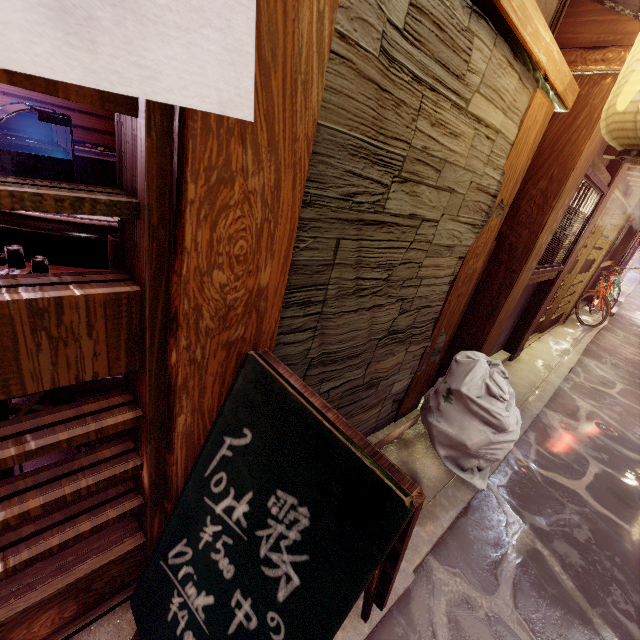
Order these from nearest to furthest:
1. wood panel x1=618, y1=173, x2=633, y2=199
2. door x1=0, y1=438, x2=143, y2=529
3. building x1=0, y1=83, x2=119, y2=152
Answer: door x1=0, y1=438, x2=143, y2=529, wood panel x1=618, y1=173, x2=633, y2=199, building x1=0, y1=83, x2=119, y2=152

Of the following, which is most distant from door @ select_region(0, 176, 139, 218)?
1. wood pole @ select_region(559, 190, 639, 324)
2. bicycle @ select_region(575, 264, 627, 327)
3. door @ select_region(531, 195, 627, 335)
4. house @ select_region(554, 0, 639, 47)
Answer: bicycle @ select_region(575, 264, 627, 327)

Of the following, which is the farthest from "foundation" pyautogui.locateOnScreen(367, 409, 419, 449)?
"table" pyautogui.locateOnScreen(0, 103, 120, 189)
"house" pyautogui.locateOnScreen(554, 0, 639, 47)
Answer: "house" pyautogui.locateOnScreen(554, 0, 639, 47)

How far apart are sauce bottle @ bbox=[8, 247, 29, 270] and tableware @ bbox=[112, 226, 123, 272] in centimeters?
94cm

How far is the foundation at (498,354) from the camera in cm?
836

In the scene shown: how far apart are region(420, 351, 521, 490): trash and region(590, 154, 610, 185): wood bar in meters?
3.6

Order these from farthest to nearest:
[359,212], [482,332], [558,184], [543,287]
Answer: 1. [543,287]
2. [482,332]
3. [558,184]
4. [359,212]

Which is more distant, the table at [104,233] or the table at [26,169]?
the table at [26,169]
